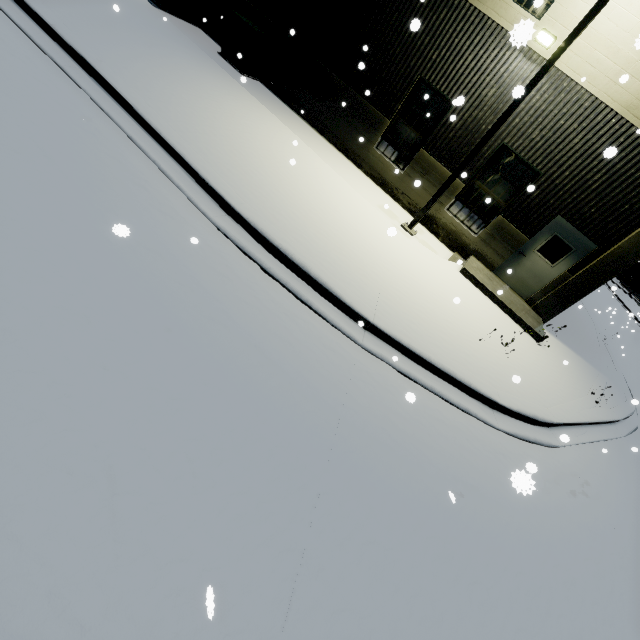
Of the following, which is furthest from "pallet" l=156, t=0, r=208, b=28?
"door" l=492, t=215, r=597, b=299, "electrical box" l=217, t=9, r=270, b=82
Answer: "door" l=492, t=215, r=597, b=299

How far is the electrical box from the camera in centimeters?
1155cm

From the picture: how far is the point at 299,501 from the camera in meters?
3.1

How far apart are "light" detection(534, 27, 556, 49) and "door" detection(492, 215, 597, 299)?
4.4 meters

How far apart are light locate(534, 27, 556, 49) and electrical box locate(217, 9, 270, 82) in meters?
8.9 m

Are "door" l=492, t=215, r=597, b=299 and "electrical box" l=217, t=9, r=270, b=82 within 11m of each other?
no

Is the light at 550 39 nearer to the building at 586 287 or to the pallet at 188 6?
the building at 586 287

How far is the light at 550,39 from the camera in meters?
8.5 m
